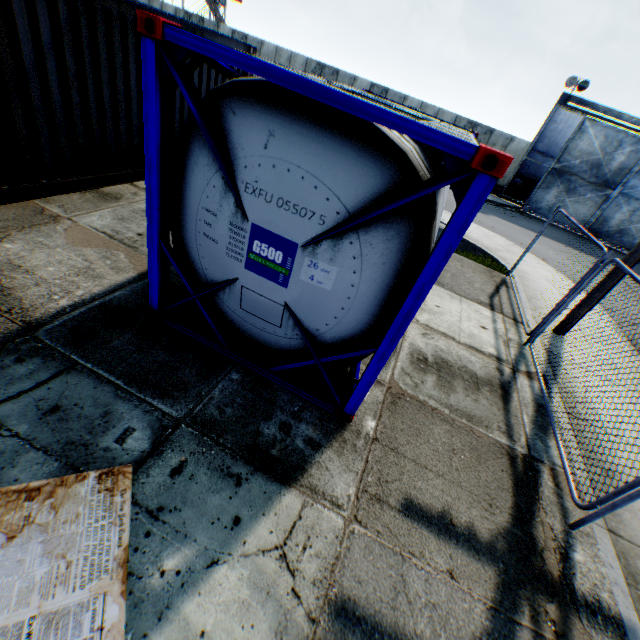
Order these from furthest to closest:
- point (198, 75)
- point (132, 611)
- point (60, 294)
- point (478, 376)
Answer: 1. point (198, 75)
2. point (478, 376)
3. point (60, 294)
4. point (132, 611)

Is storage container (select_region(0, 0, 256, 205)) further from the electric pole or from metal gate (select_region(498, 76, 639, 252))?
metal gate (select_region(498, 76, 639, 252))

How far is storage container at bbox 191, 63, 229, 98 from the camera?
7.41m

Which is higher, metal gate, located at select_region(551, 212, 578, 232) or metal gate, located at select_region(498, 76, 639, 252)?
metal gate, located at select_region(498, 76, 639, 252)

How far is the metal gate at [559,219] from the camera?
21.23m

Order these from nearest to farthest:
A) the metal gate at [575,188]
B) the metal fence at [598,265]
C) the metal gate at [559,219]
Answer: the metal fence at [598,265] < the metal gate at [575,188] < the metal gate at [559,219]

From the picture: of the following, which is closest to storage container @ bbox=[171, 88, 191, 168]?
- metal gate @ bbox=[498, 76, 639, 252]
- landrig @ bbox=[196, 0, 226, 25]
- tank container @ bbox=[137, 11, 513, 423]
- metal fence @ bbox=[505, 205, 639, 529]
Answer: tank container @ bbox=[137, 11, 513, 423]
